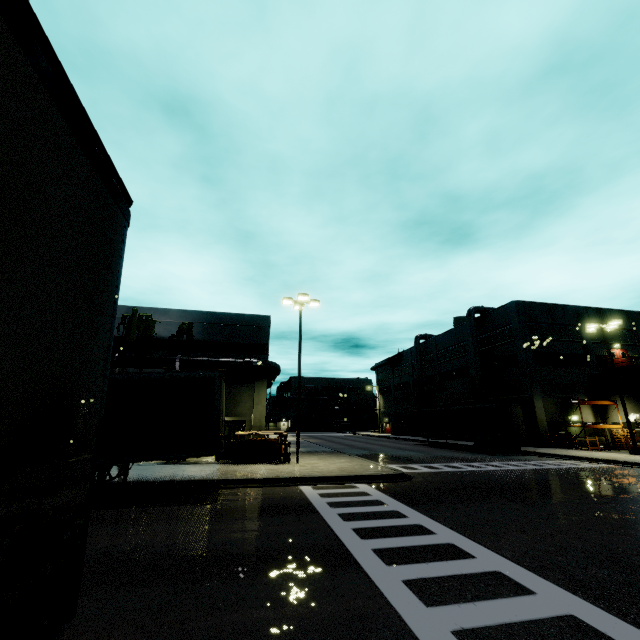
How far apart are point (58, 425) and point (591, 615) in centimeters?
675cm

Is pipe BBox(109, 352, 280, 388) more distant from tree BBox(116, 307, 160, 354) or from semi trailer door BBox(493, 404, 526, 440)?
semi trailer door BBox(493, 404, 526, 440)

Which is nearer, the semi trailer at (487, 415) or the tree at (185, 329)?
the tree at (185, 329)

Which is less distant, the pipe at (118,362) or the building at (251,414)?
the pipe at (118,362)

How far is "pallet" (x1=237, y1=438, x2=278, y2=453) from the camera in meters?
18.3 m

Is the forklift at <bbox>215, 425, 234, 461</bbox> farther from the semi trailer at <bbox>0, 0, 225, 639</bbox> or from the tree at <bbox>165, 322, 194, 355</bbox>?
the semi trailer at <bbox>0, 0, 225, 639</bbox>

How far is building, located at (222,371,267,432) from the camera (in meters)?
24.55
